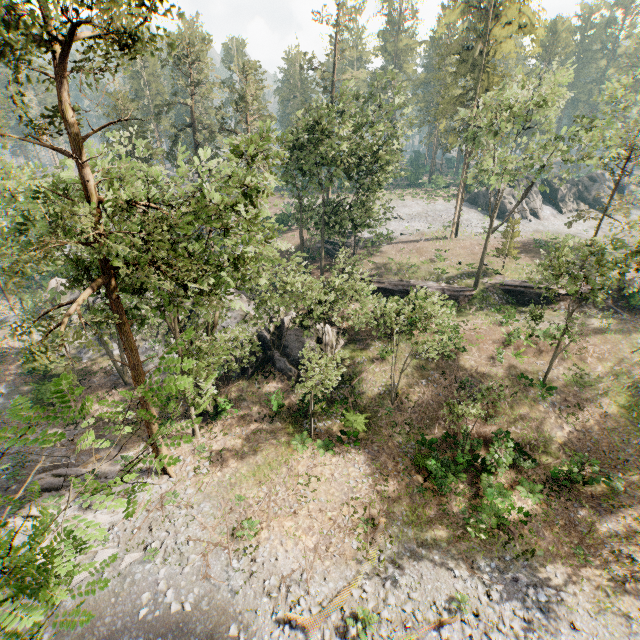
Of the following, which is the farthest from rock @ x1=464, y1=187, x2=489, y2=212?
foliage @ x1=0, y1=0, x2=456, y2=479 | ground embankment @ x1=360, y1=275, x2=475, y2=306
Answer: ground embankment @ x1=360, y1=275, x2=475, y2=306

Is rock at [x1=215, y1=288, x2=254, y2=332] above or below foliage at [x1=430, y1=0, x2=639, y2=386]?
below

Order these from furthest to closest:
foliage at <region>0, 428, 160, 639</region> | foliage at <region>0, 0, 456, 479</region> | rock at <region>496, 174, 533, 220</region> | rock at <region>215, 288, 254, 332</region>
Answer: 1. rock at <region>496, 174, 533, 220</region>
2. rock at <region>215, 288, 254, 332</region>
3. foliage at <region>0, 0, 456, 479</region>
4. foliage at <region>0, 428, 160, 639</region>

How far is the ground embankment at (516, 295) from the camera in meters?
31.9 m

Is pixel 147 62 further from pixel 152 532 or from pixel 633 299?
pixel 633 299

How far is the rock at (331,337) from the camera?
27.8m

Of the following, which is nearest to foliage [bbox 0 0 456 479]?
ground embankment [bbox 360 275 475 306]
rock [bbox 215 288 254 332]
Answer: ground embankment [bbox 360 275 475 306]

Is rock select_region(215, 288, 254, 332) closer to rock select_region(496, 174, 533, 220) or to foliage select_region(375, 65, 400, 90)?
foliage select_region(375, 65, 400, 90)
